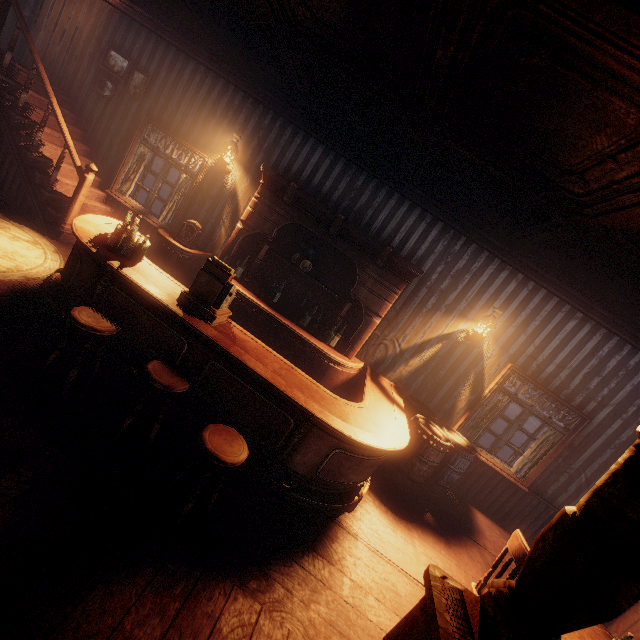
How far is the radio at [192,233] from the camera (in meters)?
5.54

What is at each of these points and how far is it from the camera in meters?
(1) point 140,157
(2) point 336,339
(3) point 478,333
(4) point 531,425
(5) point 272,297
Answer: (1) curtain, 6.2
(2) glass bottle set, 5.5
(3) bp, 5.2
(4) z, 20.3
(5) glass bottle set, 5.6

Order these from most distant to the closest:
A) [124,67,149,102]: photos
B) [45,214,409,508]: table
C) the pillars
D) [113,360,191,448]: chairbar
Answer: [124,67,149,102]: photos
[45,214,409,508]: table
[113,360,191,448]: chairbar
the pillars

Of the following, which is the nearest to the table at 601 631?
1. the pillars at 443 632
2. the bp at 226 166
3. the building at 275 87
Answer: the building at 275 87

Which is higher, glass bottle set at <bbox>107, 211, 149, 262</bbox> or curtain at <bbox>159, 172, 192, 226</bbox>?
curtain at <bbox>159, 172, 192, 226</bbox>

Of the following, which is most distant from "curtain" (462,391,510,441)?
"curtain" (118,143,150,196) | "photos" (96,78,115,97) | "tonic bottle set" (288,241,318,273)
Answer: "photos" (96,78,115,97)

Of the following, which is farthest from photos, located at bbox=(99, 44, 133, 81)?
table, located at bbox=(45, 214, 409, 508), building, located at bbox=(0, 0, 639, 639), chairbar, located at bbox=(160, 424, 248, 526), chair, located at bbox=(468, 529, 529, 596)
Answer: chair, located at bbox=(468, 529, 529, 596)

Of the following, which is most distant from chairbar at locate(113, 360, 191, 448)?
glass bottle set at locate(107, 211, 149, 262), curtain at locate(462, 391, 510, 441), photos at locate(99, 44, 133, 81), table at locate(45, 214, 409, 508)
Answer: photos at locate(99, 44, 133, 81)
